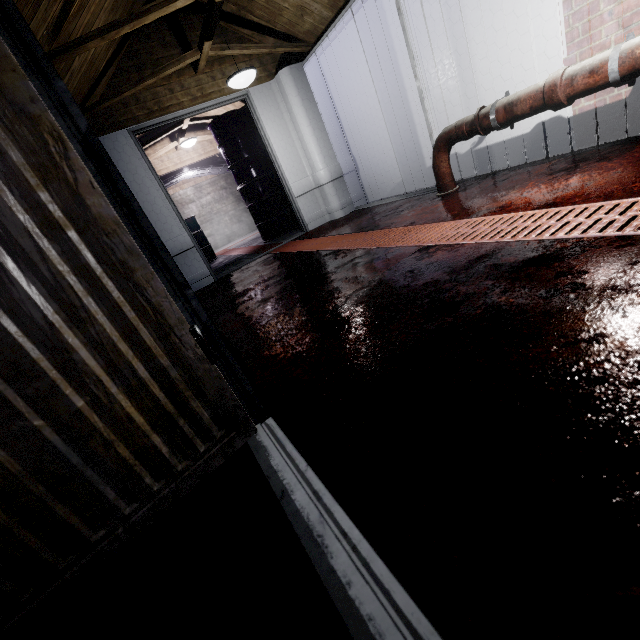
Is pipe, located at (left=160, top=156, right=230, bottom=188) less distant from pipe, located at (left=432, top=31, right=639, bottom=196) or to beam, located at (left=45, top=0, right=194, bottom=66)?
beam, located at (left=45, top=0, right=194, bottom=66)

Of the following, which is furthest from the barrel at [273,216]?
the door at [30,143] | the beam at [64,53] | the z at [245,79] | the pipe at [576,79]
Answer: the door at [30,143]

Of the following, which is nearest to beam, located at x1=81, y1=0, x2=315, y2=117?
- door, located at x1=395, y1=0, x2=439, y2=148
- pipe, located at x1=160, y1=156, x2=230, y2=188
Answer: door, located at x1=395, y1=0, x2=439, y2=148

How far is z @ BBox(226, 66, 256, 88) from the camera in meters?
3.2

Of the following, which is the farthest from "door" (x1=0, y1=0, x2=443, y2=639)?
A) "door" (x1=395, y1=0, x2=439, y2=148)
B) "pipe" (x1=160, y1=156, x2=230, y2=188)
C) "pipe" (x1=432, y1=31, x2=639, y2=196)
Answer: "pipe" (x1=160, y1=156, x2=230, y2=188)

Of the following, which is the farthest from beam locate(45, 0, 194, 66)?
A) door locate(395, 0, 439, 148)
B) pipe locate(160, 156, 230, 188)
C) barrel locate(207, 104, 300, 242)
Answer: pipe locate(160, 156, 230, 188)

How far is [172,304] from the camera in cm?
84

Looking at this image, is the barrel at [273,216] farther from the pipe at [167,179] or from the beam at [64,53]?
the pipe at [167,179]
